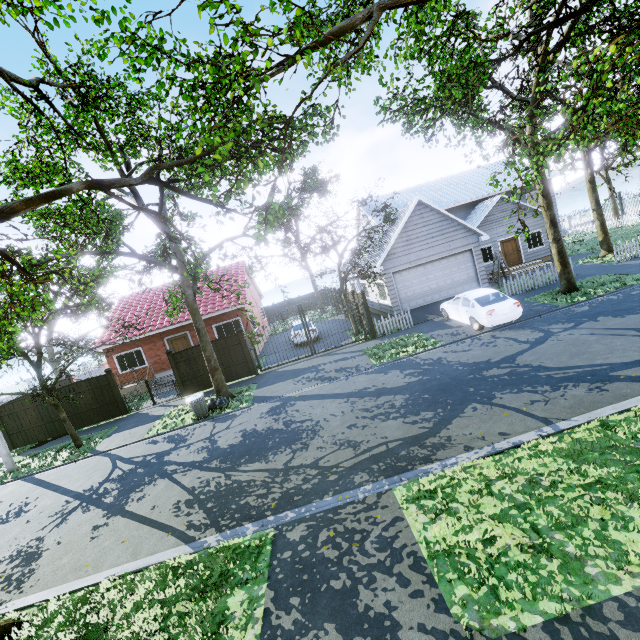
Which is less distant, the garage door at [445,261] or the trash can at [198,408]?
the trash can at [198,408]

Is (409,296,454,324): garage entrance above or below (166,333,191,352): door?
below

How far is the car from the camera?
12.8m

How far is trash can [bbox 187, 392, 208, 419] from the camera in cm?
1286

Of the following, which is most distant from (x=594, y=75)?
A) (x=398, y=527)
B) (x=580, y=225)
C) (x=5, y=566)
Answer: (x=580, y=225)

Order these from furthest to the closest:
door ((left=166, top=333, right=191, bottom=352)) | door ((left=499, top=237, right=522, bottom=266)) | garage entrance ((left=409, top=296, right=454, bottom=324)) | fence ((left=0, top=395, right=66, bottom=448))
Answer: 1. door ((left=499, top=237, right=522, bottom=266))
2. door ((left=166, top=333, right=191, bottom=352))
3. garage entrance ((left=409, top=296, right=454, bottom=324))
4. fence ((left=0, top=395, right=66, bottom=448))

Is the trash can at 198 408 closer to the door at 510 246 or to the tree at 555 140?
the tree at 555 140

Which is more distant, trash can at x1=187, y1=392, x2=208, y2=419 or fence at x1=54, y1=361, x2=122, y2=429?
fence at x1=54, y1=361, x2=122, y2=429
